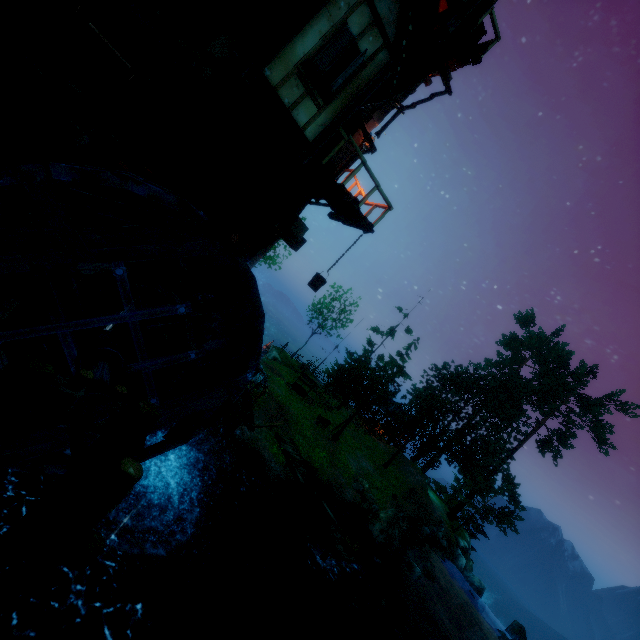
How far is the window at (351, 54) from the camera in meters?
7.0

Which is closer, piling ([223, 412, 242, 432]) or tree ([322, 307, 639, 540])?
piling ([223, 412, 242, 432])

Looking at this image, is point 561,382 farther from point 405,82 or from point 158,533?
point 158,533

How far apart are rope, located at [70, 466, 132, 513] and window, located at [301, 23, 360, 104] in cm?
874

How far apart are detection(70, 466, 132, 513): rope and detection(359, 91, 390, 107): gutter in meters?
10.1

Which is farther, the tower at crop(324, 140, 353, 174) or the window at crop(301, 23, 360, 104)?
the tower at crop(324, 140, 353, 174)

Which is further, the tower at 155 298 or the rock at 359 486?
the rock at 359 486

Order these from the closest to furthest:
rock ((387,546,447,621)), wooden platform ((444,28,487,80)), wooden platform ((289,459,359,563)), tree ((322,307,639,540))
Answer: wooden platform ((444,28,487,80)) → wooden platform ((289,459,359,563)) → rock ((387,546,447,621)) → tree ((322,307,639,540))
